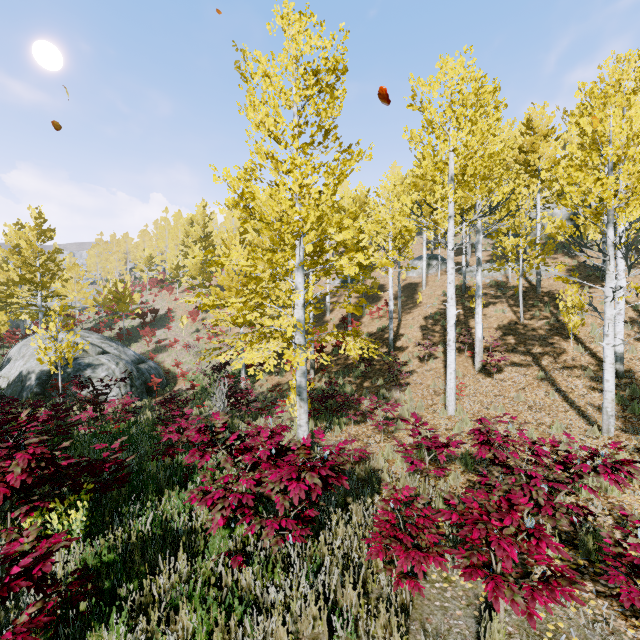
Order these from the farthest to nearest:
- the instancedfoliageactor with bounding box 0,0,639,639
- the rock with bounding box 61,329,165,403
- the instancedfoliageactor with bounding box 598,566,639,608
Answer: the rock with bounding box 61,329,165,403
the instancedfoliageactor with bounding box 0,0,639,639
the instancedfoliageactor with bounding box 598,566,639,608

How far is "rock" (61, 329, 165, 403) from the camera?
15.4m

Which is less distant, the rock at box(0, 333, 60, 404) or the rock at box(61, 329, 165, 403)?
the rock at box(0, 333, 60, 404)

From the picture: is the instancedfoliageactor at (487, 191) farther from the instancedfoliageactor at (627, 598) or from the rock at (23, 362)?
the rock at (23, 362)

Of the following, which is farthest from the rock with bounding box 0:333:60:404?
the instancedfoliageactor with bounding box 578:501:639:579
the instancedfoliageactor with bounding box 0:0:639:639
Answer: the instancedfoliageactor with bounding box 0:0:639:639

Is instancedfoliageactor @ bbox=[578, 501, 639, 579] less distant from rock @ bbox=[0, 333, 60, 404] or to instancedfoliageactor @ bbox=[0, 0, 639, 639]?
instancedfoliageactor @ bbox=[0, 0, 639, 639]

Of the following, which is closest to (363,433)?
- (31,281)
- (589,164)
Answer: (589,164)

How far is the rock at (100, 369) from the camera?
15.41m
